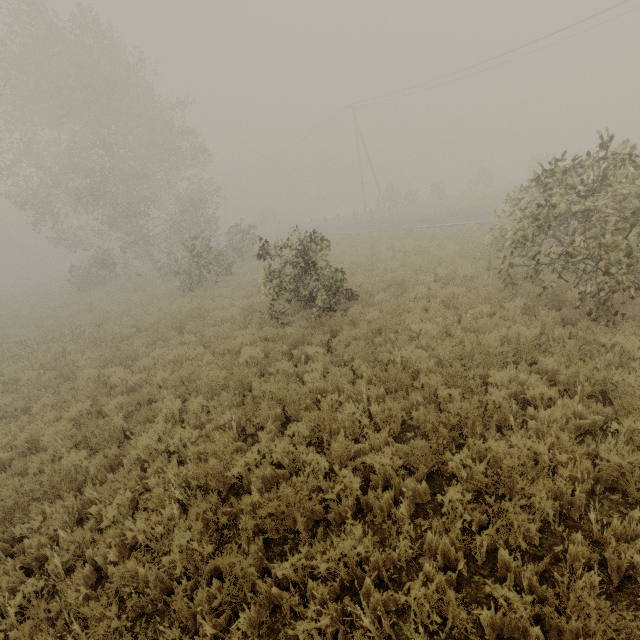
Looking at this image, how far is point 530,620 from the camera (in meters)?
2.86
